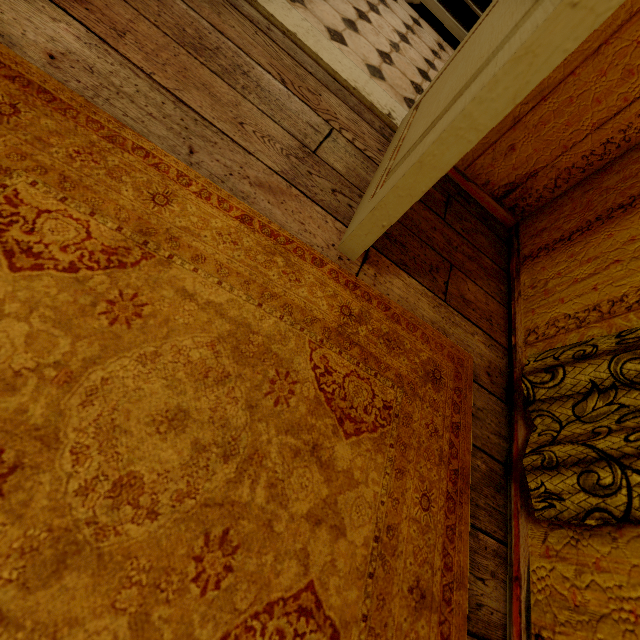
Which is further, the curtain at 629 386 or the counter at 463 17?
the counter at 463 17

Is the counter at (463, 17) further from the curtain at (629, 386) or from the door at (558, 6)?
the curtain at (629, 386)

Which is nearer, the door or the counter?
the door

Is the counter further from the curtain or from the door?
the curtain

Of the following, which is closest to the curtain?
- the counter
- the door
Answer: the door

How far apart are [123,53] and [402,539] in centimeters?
158cm
